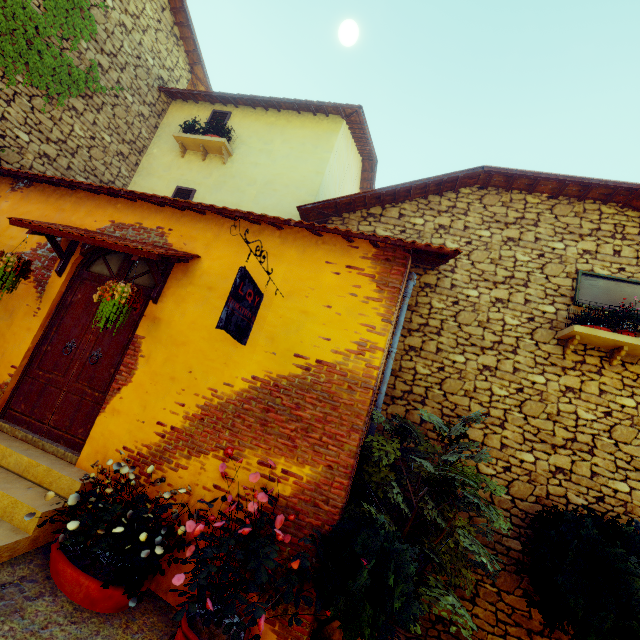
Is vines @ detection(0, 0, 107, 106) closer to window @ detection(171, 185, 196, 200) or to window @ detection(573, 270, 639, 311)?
window @ detection(171, 185, 196, 200)

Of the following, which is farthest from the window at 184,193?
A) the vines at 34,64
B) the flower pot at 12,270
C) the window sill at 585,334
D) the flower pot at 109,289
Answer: the window sill at 585,334

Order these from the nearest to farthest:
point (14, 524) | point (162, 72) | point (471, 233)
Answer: point (14, 524) → point (471, 233) → point (162, 72)

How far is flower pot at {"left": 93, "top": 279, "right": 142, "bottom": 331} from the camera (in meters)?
3.61

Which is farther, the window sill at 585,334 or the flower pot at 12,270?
the window sill at 585,334

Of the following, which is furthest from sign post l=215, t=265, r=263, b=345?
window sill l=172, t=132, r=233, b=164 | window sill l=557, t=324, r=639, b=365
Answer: window sill l=172, t=132, r=233, b=164

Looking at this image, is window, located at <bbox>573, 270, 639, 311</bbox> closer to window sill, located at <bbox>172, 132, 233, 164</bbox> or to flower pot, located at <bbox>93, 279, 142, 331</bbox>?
flower pot, located at <bbox>93, 279, 142, 331</bbox>

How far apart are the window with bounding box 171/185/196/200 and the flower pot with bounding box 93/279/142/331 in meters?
4.7
